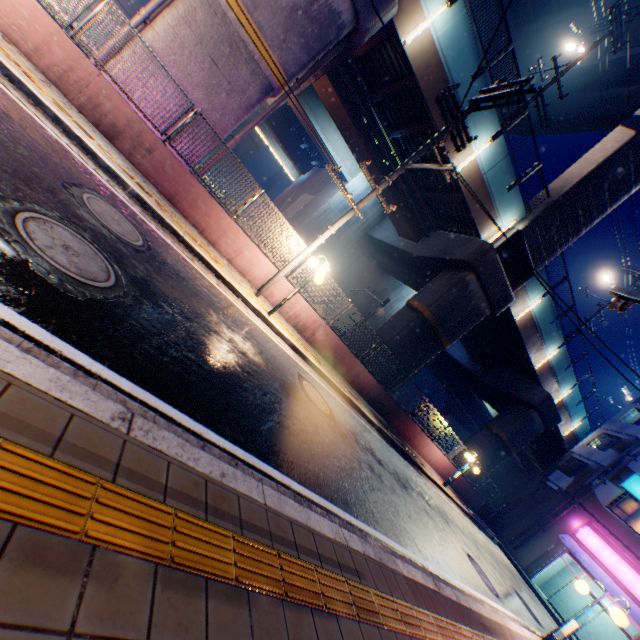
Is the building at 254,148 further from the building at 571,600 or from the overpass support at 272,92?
the building at 571,600

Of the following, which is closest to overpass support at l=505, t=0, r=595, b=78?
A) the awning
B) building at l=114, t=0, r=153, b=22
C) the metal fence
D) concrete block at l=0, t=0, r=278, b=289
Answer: the metal fence

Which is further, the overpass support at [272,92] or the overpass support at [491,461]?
the overpass support at [491,461]

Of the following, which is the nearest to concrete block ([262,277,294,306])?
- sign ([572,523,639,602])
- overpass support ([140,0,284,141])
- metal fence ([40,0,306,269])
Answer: metal fence ([40,0,306,269])

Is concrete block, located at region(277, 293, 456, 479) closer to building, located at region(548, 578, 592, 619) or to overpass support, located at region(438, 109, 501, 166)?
building, located at region(548, 578, 592, 619)

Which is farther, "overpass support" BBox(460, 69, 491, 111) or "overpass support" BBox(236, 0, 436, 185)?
"overpass support" BBox(460, 69, 491, 111)

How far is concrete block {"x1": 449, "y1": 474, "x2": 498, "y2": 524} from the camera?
20.31m

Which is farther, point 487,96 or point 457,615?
point 487,96
